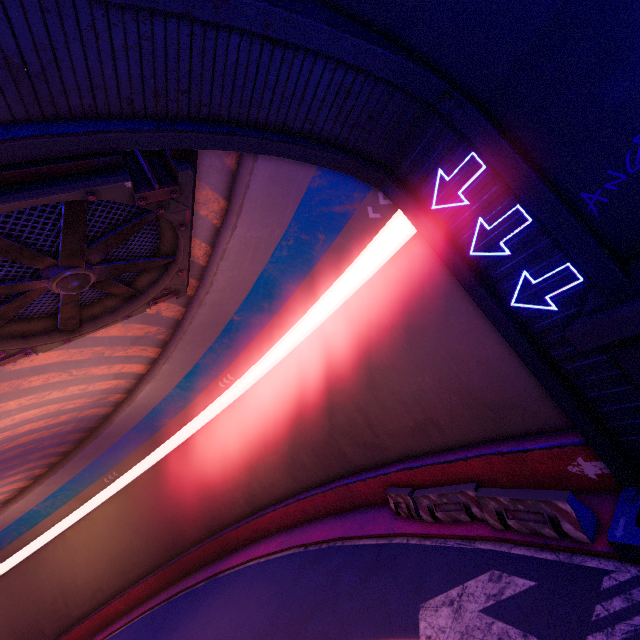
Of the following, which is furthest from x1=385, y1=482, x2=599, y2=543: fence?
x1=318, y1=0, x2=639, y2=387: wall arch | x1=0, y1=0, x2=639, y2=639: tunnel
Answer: x1=318, y1=0, x2=639, y2=387: wall arch

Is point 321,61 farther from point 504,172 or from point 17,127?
point 17,127

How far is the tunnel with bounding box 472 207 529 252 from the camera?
6.4 meters

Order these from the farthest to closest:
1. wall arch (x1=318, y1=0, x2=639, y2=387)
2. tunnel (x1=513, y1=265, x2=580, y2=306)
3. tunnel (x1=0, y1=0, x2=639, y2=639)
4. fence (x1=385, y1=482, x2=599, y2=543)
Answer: fence (x1=385, y1=482, x2=599, y2=543)
tunnel (x1=513, y1=265, x2=580, y2=306)
tunnel (x1=0, y1=0, x2=639, y2=639)
wall arch (x1=318, y1=0, x2=639, y2=387)

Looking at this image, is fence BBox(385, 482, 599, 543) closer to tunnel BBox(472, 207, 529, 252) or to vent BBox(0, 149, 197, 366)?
tunnel BBox(472, 207, 529, 252)

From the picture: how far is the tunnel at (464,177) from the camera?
6.5 meters

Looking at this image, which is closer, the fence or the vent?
the vent

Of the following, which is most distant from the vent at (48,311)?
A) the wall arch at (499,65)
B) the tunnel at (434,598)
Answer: the wall arch at (499,65)
